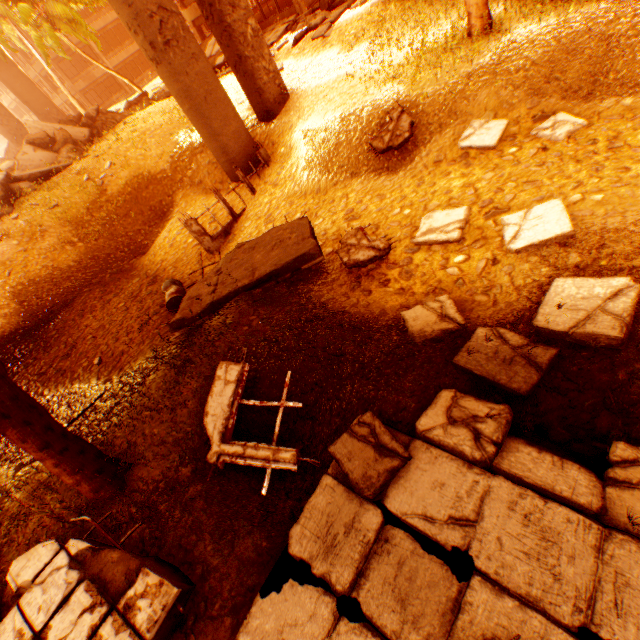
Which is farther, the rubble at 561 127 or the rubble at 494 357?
the rubble at 561 127

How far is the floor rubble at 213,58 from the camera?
20.30m

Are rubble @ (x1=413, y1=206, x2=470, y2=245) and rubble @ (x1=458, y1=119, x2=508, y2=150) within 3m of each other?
yes

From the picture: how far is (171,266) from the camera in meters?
11.6

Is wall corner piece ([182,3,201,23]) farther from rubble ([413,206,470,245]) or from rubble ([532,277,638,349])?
rubble ([532,277,638,349])

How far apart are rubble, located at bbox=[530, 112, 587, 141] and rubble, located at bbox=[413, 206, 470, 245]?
2.5m

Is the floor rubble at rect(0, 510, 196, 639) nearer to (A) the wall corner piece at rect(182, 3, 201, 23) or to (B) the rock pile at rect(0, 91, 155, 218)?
(B) the rock pile at rect(0, 91, 155, 218)

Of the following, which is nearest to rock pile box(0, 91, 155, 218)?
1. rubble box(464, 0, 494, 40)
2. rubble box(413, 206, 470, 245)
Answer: rubble box(464, 0, 494, 40)
